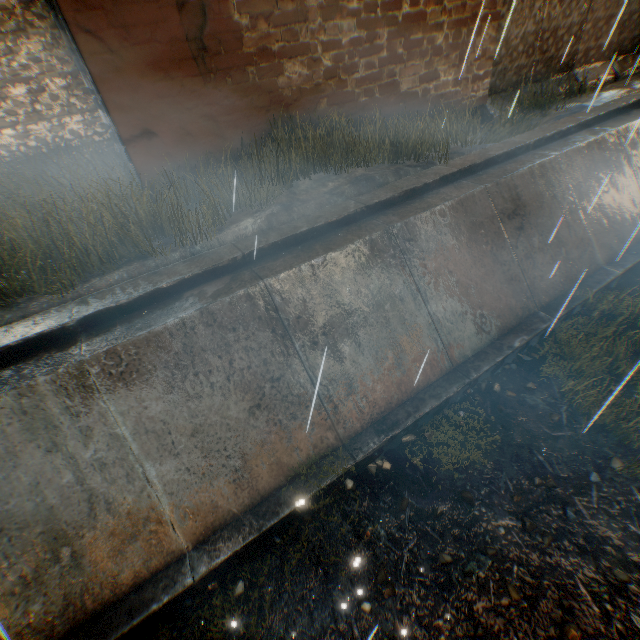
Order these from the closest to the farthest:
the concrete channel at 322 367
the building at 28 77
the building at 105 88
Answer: the concrete channel at 322 367, the building at 105 88, the building at 28 77

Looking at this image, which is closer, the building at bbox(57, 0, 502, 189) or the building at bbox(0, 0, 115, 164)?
the building at bbox(57, 0, 502, 189)

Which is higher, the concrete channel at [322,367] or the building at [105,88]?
the building at [105,88]

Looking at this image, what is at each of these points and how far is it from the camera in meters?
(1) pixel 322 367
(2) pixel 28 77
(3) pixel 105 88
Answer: (1) concrete channel, 2.7 m
(2) building, 6.3 m
(3) building, 4.3 m

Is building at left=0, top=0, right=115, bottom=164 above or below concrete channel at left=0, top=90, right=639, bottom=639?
above

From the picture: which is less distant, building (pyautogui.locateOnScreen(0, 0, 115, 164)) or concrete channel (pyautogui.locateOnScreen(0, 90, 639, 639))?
concrete channel (pyautogui.locateOnScreen(0, 90, 639, 639))

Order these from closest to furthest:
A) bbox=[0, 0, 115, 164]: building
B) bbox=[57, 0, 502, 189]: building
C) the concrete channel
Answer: the concrete channel, bbox=[57, 0, 502, 189]: building, bbox=[0, 0, 115, 164]: building
